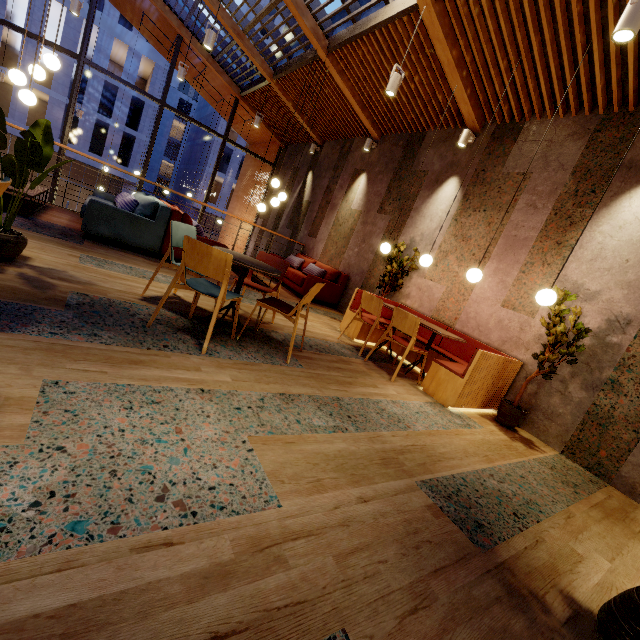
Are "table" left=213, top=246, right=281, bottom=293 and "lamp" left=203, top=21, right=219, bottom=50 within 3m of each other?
no

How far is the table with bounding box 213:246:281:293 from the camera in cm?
307

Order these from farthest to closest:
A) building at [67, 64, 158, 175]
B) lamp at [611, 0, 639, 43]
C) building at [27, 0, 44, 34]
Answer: building at [67, 64, 158, 175] < building at [27, 0, 44, 34] < lamp at [611, 0, 639, 43]

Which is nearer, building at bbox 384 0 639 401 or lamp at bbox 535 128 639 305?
lamp at bbox 535 128 639 305

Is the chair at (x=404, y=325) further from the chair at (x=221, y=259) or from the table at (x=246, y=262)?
the table at (x=246, y=262)

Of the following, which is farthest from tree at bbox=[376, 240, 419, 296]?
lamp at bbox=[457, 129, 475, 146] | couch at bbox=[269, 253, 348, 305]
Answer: lamp at bbox=[457, 129, 475, 146]

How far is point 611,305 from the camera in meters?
3.8 m

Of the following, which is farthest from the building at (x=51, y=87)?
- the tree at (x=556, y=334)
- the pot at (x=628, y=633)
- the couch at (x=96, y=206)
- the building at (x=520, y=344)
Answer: the pot at (x=628, y=633)
